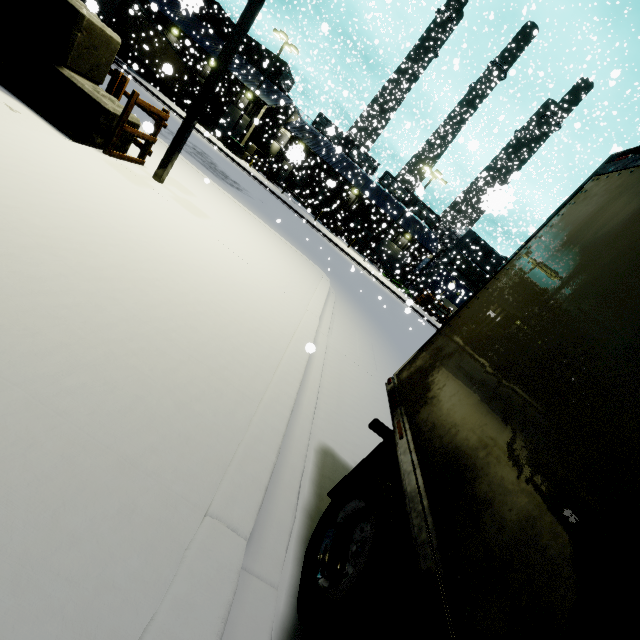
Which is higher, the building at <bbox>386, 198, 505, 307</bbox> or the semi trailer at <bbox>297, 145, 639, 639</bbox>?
the building at <bbox>386, 198, 505, 307</bbox>

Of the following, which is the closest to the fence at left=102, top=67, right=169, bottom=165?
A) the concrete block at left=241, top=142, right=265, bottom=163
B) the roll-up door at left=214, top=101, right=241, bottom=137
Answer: the concrete block at left=241, top=142, right=265, bottom=163

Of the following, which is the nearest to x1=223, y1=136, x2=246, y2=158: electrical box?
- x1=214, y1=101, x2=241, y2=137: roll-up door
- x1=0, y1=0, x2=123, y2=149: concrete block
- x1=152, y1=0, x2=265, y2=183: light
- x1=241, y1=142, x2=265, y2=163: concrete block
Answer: x1=241, y1=142, x2=265, y2=163: concrete block

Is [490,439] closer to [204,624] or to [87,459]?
[204,624]

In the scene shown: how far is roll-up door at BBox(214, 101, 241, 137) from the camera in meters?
36.7 m

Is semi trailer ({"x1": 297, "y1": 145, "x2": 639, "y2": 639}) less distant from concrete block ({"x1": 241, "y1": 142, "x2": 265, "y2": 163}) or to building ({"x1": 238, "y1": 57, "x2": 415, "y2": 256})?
building ({"x1": 238, "y1": 57, "x2": 415, "y2": 256})

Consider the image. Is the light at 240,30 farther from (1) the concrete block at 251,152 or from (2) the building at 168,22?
(1) the concrete block at 251,152

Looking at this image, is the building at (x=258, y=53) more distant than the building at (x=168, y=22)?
Yes
